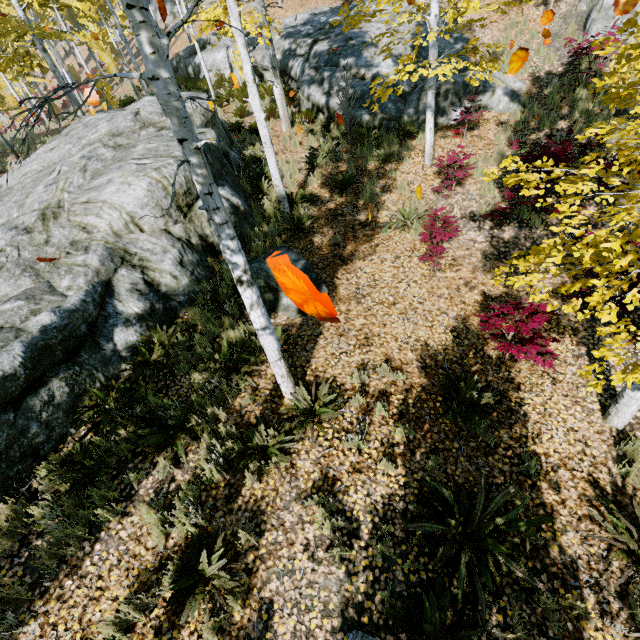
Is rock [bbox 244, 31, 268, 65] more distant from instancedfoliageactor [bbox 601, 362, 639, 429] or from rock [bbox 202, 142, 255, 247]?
rock [bbox 202, 142, 255, 247]

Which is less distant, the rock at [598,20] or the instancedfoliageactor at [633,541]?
the instancedfoliageactor at [633,541]

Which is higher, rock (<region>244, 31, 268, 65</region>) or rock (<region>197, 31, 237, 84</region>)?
rock (<region>197, 31, 237, 84</region>)

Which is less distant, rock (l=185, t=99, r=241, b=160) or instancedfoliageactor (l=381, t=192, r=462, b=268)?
instancedfoliageactor (l=381, t=192, r=462, b=268)

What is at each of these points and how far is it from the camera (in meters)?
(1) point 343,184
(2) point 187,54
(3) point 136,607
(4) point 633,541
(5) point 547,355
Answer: (1) instancedfoliageactor, 8.99
(2) rock, 19.89
(3) instancedfoliageactor, 3.51
(4) instancedfoliageactor, 3.80
(5) instancedfoliageactor, 5.28

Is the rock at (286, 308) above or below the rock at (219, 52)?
below

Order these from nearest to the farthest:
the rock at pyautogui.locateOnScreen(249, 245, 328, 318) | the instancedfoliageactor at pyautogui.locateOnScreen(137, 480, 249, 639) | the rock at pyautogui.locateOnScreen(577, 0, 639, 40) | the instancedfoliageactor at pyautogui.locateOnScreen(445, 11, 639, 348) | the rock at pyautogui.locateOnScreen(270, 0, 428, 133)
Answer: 1. the instancedfoliageactor at pyautogui.locateOnScreen(445, 11, 639, 348)
2. the instancedfoliageactor at pyautogui.locateOnScreen(137, 480, 249, 639)
3. the rock at pyautogui.locateOnScreen(249, 245, 328, 318)
4. the rock at pyautogui.locateOnScreen(577, 0, 639, 40)
5. the rock at pyautogui.locateOnScreen(270, 0, 428, 133)

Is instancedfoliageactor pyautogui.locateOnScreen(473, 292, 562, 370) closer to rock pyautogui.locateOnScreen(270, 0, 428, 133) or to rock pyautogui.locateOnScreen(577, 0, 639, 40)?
rock pyautogui.locateOnScreen(270, 0, 428, 133)
